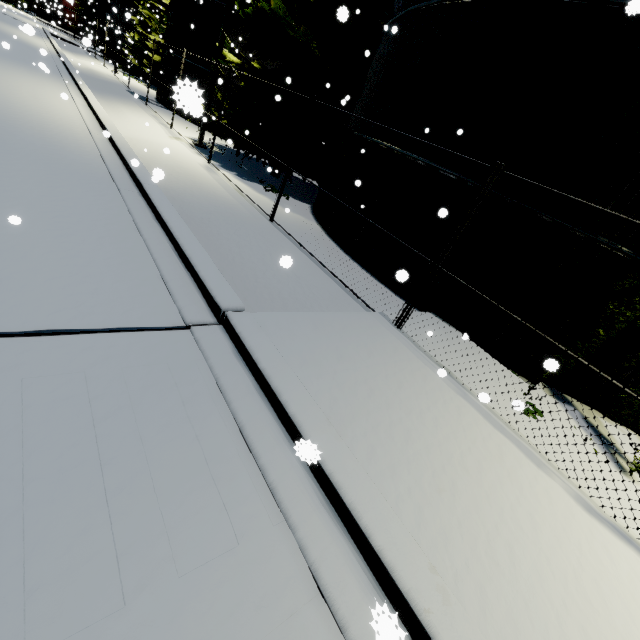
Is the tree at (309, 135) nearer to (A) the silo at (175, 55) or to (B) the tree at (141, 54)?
(A) the silo at (175, 55)

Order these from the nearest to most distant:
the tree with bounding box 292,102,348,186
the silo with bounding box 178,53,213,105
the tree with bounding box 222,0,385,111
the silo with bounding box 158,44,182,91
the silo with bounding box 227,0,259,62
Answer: the silo with bounding box 178,53,213,105, the tree with bounding box 222,0,385,111, the tree with bounding box 292,102,348,186, the silo with bounding box 227,0,259,62, the silo with bounding box 158,44,182,91

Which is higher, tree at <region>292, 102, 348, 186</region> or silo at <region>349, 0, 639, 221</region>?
silo at <region>349, 0, 639, 221</region>

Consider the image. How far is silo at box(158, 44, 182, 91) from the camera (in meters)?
19.25

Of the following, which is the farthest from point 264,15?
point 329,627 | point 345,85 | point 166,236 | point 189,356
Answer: point 329,627

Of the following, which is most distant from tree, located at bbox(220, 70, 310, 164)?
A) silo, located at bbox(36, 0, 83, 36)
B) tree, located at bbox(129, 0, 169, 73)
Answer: tree, located at bbox(129, 0, 169, 73)

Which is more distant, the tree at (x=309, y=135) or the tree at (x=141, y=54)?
the tree at (x=141, y=54)
